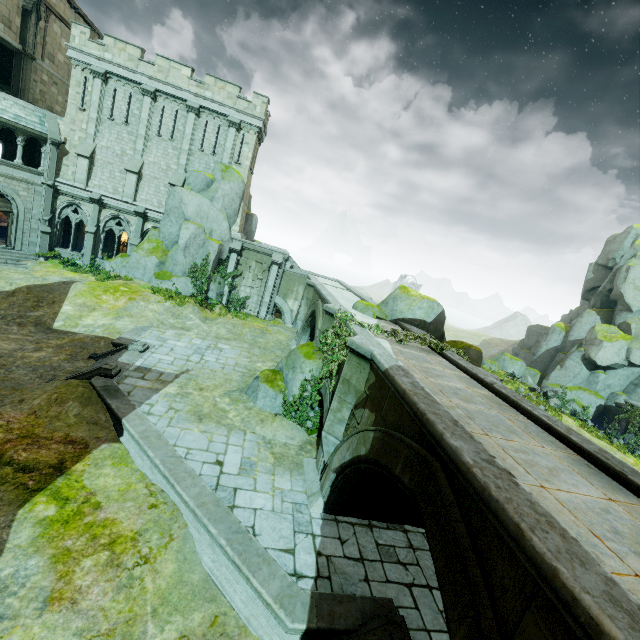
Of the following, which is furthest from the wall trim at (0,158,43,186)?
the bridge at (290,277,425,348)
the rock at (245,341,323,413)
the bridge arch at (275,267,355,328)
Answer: the rock at (245,341,323,413)

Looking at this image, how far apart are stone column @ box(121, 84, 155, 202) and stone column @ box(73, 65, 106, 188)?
2.24m

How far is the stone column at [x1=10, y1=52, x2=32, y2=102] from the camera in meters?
23.4 m

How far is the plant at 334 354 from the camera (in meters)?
11.47

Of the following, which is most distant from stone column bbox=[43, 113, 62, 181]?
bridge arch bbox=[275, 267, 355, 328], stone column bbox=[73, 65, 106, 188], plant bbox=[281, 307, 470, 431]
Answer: plant bbox=[281, 307, 470, 431]

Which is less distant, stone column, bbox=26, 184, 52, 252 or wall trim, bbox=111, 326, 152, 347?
wall trim, bbox=111, 326, 152, 347

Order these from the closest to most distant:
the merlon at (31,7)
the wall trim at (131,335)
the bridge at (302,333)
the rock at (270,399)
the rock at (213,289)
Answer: the rock at (270,399)
the bridge at (302,333)
the wall trim at (131,335)
the merlon at (31,7)
the rock at (213,289)

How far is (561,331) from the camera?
38.3 meters
